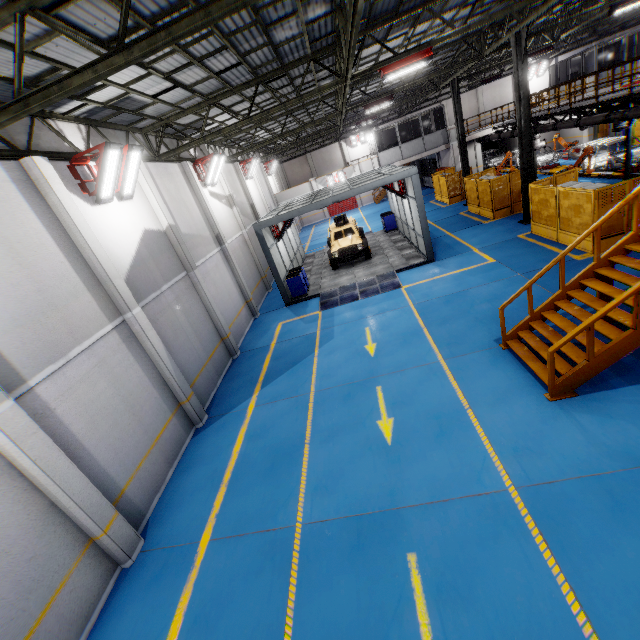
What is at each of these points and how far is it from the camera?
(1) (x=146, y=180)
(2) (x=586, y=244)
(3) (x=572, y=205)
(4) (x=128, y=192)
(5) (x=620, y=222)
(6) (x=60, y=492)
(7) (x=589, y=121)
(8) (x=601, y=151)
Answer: (1) cement column, 10.8m
(2) metal panel, 11.7m
(3) metal panel, 11.9m
(4) light, 9.7m
(5) metal panel, 11.0m
(6) cement column, 5.7m
(7) vent pipe, 16.3m
(8) chassis, 20.1m

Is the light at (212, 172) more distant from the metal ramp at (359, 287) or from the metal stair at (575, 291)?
the metal stair at (575, 291)

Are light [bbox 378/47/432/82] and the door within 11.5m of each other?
no

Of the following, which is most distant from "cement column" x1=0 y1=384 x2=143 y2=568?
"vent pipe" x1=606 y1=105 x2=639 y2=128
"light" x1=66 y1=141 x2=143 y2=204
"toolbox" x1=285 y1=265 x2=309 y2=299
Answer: "vent pipe" x1=606 y1=105 x2=639 y2=128

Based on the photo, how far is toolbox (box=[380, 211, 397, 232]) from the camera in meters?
22.9 m

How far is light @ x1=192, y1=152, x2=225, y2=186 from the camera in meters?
15.2 m

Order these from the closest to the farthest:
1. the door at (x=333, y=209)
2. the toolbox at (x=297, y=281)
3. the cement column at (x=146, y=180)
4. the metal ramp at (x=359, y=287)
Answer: the cement column at (x=146, y=180) → the metal ramp at (x=359, y=287) → the toolbox at (x=297, y=281) → the door at (x=333, y=209)

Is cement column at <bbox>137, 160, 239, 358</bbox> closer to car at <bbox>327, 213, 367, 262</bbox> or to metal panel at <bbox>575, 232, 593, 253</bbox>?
car at <bbox>327, 213, 367, 262</bbox>
